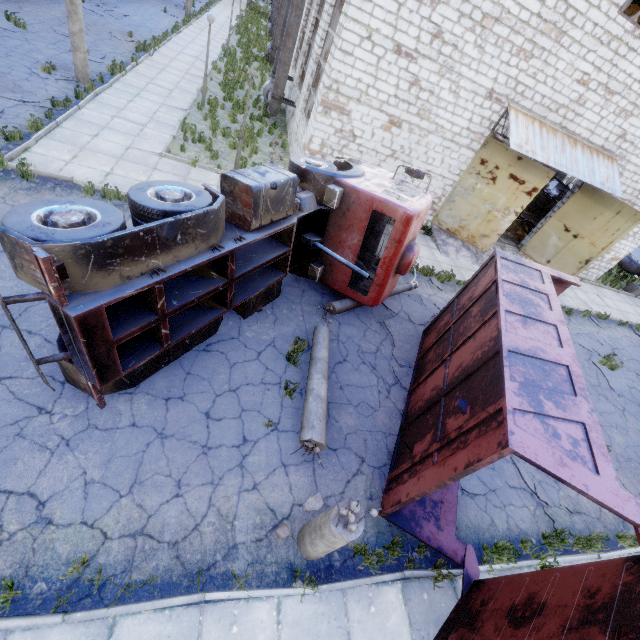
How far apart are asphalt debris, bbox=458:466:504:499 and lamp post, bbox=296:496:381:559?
2.8m

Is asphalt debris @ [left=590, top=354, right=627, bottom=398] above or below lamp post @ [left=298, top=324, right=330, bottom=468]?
below

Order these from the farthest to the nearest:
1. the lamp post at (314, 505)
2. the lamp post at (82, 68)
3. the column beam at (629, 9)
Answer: the column beam at (629, 9) < the lamp post at (82, 68) < the lamp post at (314, 505)

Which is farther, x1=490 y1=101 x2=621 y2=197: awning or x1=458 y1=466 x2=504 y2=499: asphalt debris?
x1=490 y1=101 x2=621 y2=197: awning

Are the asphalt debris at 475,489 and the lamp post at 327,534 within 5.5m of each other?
yes

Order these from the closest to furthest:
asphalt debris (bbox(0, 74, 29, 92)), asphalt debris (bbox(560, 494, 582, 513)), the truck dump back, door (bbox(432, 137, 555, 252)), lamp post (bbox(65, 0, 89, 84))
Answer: the truck dump back
asphalt debris (bbox(560, 494, 582, 513))
asphalt debris (bbox(0, 74, 29, 92))
lamp post (bbox(65, 0, 89, 84))
door (bbox(432, 137, 555, 252))

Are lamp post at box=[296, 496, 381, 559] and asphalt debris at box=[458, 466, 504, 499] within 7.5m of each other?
yes

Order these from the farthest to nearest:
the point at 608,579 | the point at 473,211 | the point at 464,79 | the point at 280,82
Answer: the point at 280,82
the point at 473,211
the point at 464,79
the point at 608,579
